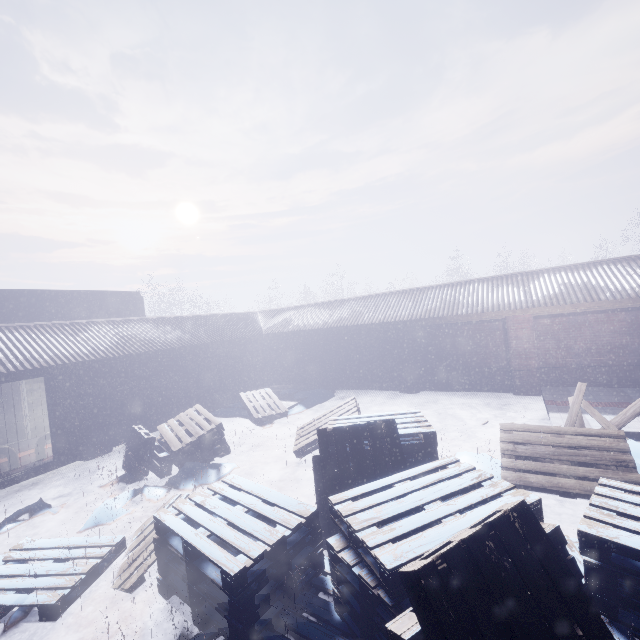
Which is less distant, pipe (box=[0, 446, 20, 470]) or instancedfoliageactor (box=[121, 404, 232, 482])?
instancedfoliageactor (box=[121, 404, 232, 482])

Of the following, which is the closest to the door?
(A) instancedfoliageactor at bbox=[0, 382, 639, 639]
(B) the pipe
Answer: (B) the pipe

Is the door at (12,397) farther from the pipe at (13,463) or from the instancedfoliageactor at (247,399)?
the instancedfoliageactor at (247,399)

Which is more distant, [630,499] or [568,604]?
[630,499]

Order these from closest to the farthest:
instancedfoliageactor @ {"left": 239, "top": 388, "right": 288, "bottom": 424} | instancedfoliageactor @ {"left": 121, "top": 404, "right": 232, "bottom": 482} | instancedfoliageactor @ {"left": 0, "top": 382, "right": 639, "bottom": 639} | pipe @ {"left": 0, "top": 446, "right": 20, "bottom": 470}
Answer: instancedfoliageactor @ {"left": 0, "top": 382, "right": 639, "bottom": 639} < instancedfoliageactor @ {"left": 121, "top": 404, "right": 232, "bottom": 482} < pipe @ {"left": 0, "top": 446, "right": 20, "bottom": 470} < instancedfoliageactor @ {"left": 239, "top": 388, "right": 288, "bottom": 424}

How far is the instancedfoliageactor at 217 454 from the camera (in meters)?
6.17

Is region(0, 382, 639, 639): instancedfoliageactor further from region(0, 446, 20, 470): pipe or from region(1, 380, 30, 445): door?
region(1, 380, 30, 445): door
